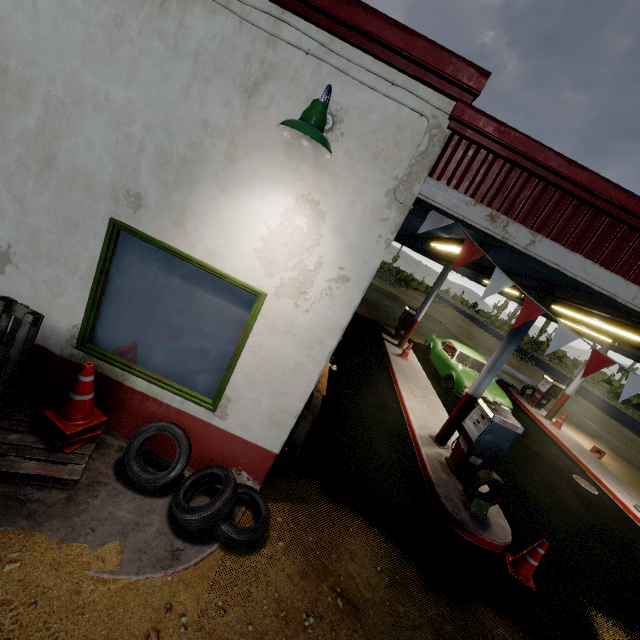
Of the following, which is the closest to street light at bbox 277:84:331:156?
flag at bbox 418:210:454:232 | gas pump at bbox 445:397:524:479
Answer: flag at bbox 418:210:454:232

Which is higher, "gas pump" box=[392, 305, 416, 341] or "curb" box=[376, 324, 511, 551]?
"gas pump" box=[392, 305, 416, 341]

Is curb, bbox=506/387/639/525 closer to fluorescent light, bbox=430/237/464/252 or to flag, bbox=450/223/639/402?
flag, bbox=450/223/639/402

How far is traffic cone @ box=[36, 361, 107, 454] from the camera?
3.3m

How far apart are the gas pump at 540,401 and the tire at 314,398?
13.5 meters

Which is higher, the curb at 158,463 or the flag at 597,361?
the flag at 597,361

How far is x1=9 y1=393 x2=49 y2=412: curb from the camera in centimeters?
377cm

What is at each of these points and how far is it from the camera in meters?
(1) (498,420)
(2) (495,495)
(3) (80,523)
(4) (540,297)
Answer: (1) gas pump, 5.9
(2) tire, 5.8
(3) curb, 3.0
(4) metal pillar, 6.2
